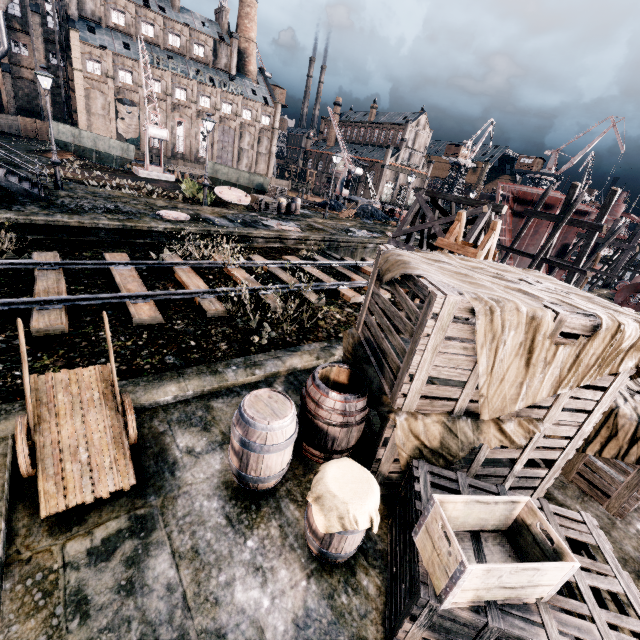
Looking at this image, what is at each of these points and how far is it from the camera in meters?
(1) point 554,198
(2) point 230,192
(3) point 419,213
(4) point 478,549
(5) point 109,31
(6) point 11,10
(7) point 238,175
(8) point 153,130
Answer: (1) ship construction, 30.7
(2) crane plate, 27.9
(3) wooden support structure, 20.8
(4) wooden chest, 3.5
(5) building, 53.8
(6) building, 47.4
(7) rail car container, 29.7
(8) crane, 27.8

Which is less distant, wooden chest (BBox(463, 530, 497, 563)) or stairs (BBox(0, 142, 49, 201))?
wooden chest (BBox(463, 530, 497, 563))

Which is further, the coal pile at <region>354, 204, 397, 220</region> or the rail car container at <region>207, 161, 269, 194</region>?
the coal pile at <region>354, 204, 397, 220</region>

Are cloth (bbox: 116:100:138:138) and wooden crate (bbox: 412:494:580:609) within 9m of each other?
no

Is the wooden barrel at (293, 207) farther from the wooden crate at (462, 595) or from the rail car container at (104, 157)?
the wooden crate at (462, 595)

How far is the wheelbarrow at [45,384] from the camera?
4.0 meters

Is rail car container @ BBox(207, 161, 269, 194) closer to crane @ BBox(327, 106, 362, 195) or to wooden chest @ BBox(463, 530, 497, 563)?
crane @ BBox(327, 106, 362, 195)

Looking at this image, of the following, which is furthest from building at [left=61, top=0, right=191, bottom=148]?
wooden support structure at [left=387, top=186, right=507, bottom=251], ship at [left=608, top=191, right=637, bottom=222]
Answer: ship at [left=608, top=191, right=637, bottom=222]
